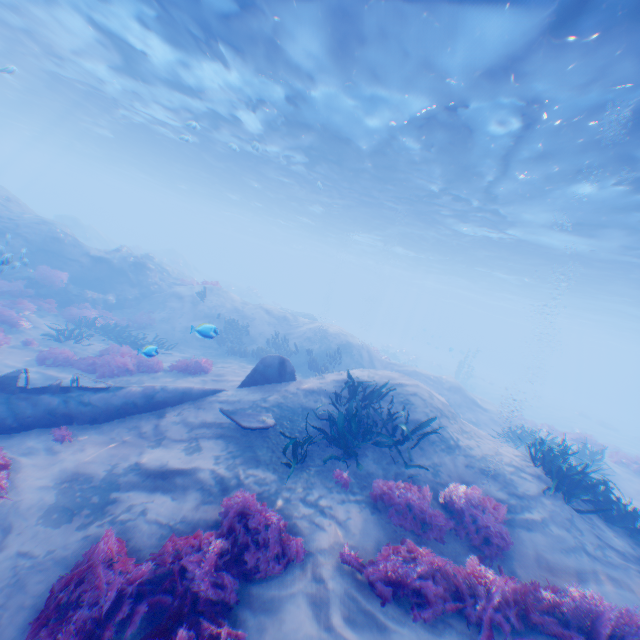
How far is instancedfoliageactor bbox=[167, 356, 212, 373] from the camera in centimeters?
1184cm

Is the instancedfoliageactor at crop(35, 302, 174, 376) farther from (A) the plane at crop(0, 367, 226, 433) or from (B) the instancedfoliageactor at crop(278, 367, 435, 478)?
(B) the instancedfoliageactor at crop(278, 367, 435, 478)

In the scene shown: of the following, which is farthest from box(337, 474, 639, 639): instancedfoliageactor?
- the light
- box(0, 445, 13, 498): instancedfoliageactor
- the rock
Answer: the light

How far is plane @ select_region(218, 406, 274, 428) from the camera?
Result: 7.4m

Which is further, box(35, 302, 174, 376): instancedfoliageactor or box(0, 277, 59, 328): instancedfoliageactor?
box(0, 277, 59, 328): instancedfoliageactor

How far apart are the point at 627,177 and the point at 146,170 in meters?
44.9 m

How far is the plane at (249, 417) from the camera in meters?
7.4

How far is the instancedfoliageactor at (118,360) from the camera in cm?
1103
